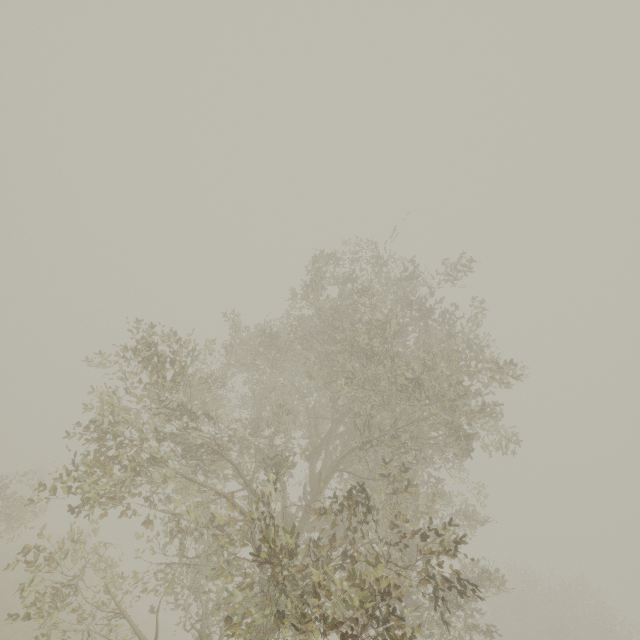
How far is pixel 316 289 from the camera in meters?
9.2 m
